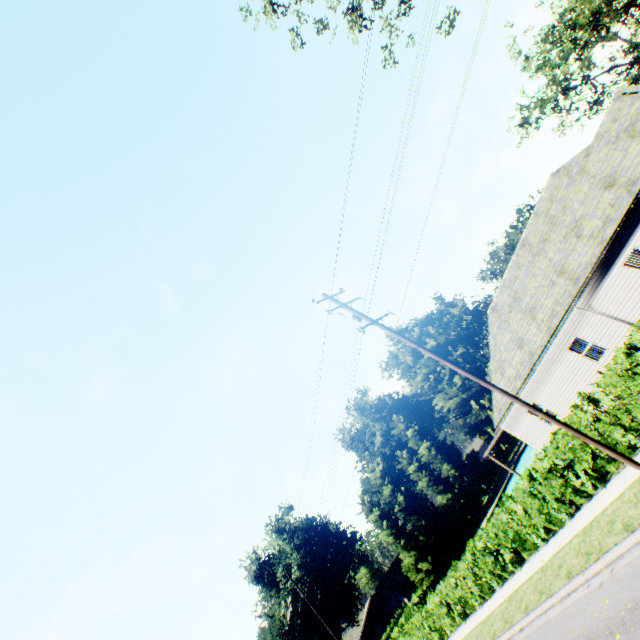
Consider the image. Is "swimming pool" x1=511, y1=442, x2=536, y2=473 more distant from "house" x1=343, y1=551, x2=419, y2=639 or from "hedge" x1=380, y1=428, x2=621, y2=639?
"house" x1=343, y1=551, x2=419, y2=639

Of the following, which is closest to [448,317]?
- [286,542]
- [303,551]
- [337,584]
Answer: [286,542]

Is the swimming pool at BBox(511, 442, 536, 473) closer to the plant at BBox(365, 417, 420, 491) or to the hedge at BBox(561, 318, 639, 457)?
the plant at BBox(365, 417, 420, 491)

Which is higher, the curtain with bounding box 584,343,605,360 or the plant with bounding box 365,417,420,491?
the plant with bounding box 365,417,420,491

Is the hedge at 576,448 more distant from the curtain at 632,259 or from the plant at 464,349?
the curtain at 632,259

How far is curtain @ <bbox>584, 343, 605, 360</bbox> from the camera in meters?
17.0

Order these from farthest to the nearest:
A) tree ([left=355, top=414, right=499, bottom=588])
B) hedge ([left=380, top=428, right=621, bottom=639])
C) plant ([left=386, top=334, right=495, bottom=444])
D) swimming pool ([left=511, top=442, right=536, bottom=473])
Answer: plant ([left=386, top=334, right=495, bottom=444]) < swimming pool ([left=511, top=442, right=536, bottom=473]) < tree ([left=355, top=414, right=499, bottom=588]) < hedge ([left=380, top=428, right=621, bottom=639])

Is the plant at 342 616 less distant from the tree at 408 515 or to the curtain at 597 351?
the tree at 408 515
